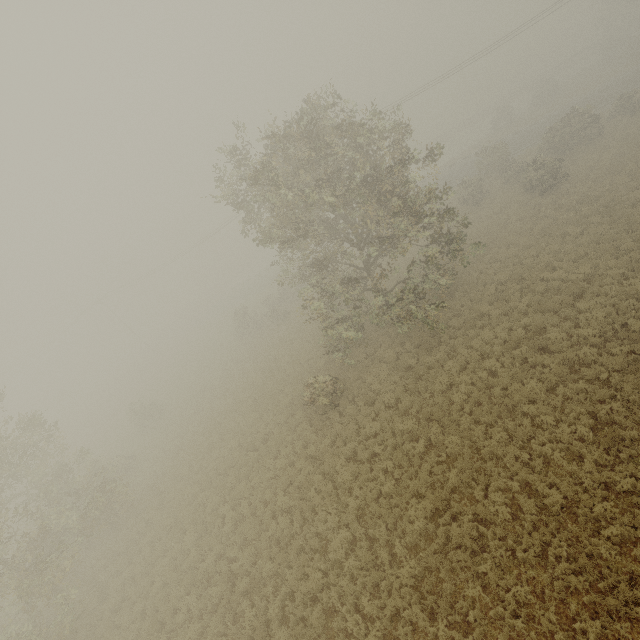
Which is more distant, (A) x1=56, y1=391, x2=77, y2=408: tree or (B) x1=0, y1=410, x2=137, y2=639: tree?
(A) x1=56, y1=391, x2=77, y2=408: tree

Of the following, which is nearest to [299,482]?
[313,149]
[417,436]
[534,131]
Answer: [417,436]

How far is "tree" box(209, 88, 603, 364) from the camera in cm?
1411

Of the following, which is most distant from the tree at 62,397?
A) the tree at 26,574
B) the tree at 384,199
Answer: the tree at 384,199

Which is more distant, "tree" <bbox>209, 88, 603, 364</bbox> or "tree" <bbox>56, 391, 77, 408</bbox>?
"tree" <bbox>56, 391, 77, 408</bbox>

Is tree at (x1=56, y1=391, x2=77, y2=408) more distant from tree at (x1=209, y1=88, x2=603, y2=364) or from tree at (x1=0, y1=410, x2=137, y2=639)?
tree at (x1=209, y1=88, x2=603, y2=364)
